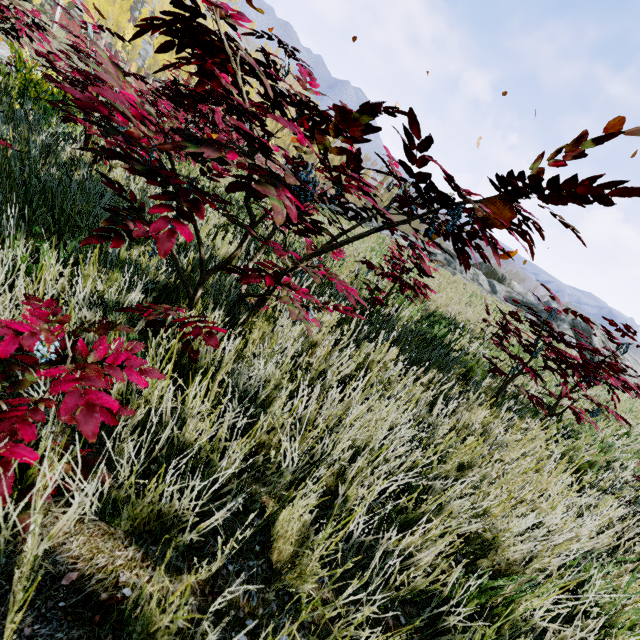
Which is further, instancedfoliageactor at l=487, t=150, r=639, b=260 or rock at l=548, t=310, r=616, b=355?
rock at l=548, t=310, r=616, b=355

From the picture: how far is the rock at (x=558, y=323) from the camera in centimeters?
1160cm

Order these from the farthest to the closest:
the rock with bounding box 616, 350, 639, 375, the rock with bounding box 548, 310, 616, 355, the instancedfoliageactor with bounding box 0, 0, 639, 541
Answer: the rock with bounding box 548, 310, 616, 355, the rock with bounding box 616, 350, 639, 375, the instancedfoliageactor with bounding box 0, 0, 639, 541

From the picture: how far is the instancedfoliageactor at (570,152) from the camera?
1.1 meters

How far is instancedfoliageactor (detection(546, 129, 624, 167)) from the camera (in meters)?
1.14

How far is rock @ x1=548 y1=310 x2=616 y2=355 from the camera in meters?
11.6

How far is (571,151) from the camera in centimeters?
121cm
